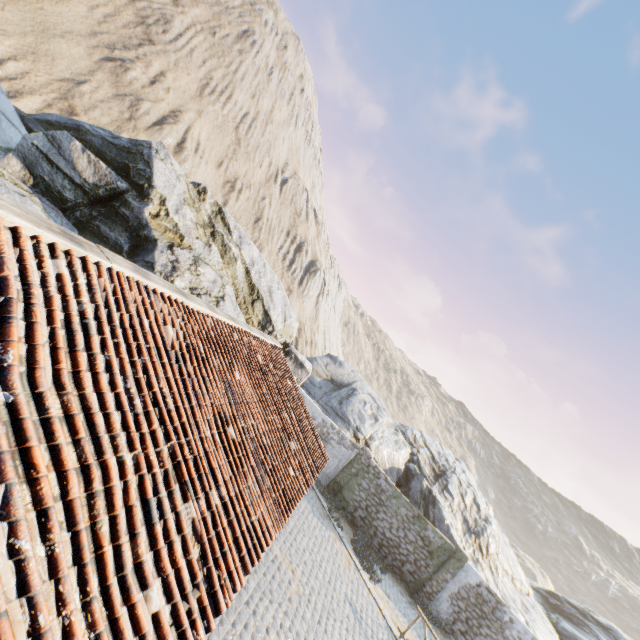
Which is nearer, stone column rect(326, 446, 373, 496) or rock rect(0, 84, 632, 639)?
rock rect(0, 84, 632, 639)

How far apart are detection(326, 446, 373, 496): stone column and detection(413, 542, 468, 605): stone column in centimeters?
545cm

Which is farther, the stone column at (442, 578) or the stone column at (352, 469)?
the stone column at (352, 469)

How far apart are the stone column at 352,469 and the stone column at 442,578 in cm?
545

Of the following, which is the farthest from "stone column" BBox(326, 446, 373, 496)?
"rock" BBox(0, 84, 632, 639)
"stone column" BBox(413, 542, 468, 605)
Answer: "stone column" BBox(413, 542, 468, 605)

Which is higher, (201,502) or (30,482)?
(30,482)

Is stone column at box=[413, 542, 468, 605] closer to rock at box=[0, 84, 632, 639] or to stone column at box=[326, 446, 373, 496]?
rock at box=[0, 84, 632, 639]

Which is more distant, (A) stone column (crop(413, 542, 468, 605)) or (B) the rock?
(A) stone column (crop(413, 542, 468, 605))
